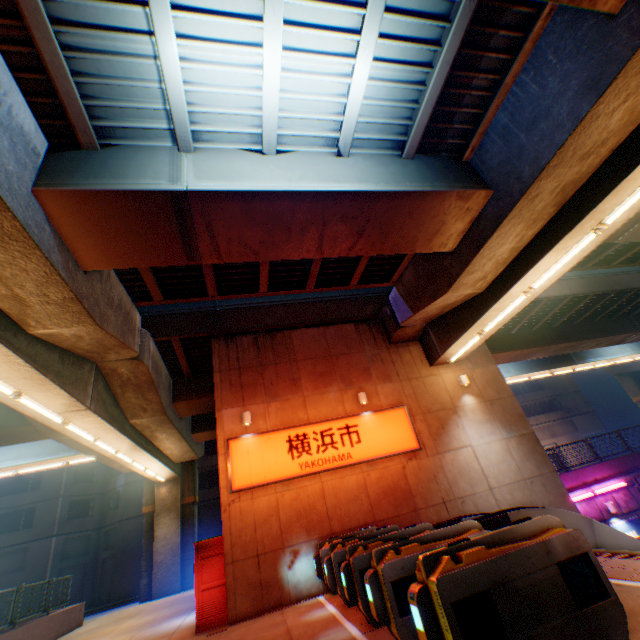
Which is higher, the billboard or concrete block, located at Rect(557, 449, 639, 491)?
concrete block, located at Rect(557, 449, 639, 491)

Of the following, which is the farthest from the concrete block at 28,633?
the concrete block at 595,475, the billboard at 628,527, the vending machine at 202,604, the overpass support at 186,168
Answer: the billboard at 628,527

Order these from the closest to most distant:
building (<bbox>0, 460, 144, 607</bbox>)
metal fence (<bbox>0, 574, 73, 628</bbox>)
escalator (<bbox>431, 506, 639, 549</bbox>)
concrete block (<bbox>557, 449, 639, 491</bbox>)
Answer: escalator (<bbox>431, 506, 639, 549</bbox>), metal fence (<bbox>0, 574, 73, 628</bbox>), concrete block (<bbox>557, 449, 639, 491</bbox>), building (<bbox>0, 460, 144, 607</bbox>)

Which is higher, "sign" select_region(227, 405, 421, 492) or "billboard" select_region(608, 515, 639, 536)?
"sign" select_region(227, 405, 421, 492)

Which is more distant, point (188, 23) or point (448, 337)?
point (448, 337)

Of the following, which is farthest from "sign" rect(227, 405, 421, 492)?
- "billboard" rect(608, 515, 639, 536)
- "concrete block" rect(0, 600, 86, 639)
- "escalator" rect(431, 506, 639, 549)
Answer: "billboard" rect(608, 515, 639, 536)

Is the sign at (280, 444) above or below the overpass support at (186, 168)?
below

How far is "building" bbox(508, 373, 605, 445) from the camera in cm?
4119
